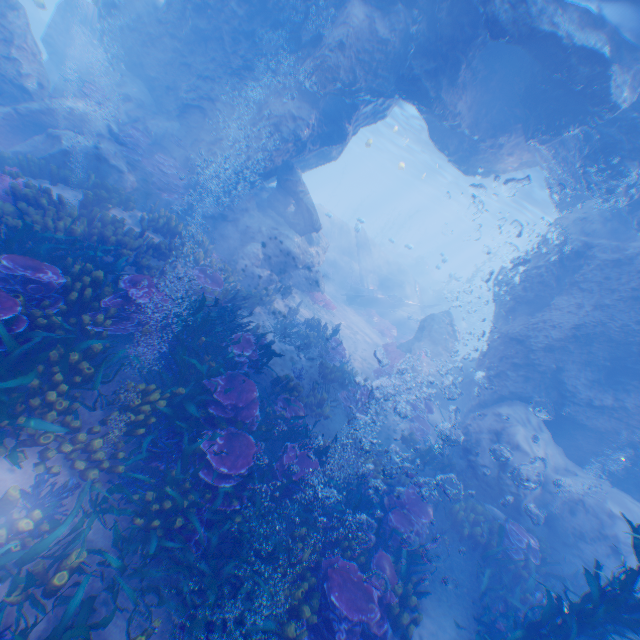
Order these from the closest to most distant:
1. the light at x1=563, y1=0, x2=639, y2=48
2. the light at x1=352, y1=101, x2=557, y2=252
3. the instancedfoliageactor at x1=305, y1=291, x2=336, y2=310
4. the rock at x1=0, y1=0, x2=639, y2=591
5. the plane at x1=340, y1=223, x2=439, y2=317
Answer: the light at x1=563, y1=0, x2=639, y2=48
the rock at x1=0, y1=0, x2=639, y2=591
the instancedfoliageactor at x1=305, y1=291, x2=336, y2=310
the plane at x1=340, y1=223, x2=439, y2=317
the light at x1=352, y1=101, x2=557, y2=252

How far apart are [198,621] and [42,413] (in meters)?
3.75

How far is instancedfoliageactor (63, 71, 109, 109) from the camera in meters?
13.2

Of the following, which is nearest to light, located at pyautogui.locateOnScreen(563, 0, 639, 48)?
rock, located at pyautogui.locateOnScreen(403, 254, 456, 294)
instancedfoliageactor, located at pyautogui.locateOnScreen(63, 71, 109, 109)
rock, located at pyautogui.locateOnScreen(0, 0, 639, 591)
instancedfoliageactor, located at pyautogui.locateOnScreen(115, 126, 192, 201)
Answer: rock, located at pyautogui.locateOnScreen(0, 0, 639, 591)

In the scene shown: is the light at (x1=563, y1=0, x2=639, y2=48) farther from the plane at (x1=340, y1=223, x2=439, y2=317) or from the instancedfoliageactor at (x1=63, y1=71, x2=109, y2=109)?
the instancedfoliageactor at (x1=63, y1=71, x2=109, y2=109)

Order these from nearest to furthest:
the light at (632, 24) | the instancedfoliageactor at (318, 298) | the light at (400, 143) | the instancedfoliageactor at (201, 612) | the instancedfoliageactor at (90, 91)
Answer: the instancedfoliageactor at (201, 612), the light at (632, 24), the instancedfoliageactor at (90, 91), the instancedfoliageactor at (318, 298), the light at (400, 143)

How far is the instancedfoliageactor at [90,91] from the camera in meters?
13.2

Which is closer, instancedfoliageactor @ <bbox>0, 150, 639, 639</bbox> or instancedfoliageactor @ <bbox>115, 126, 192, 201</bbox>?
instancedfoliageactor @ <bbox>0, 150, 639, 639</bbox>
